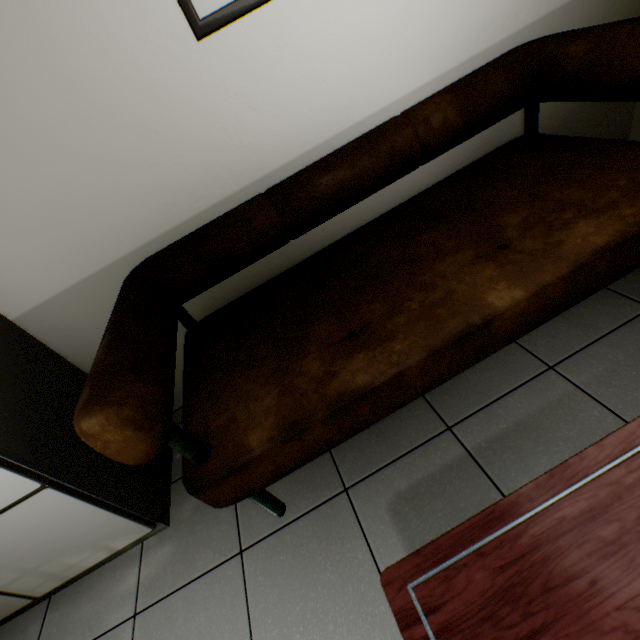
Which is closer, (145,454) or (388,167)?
(145,454)

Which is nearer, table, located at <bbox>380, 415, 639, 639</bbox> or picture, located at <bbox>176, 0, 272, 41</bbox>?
table, located at <bbox>380, 415, 639, 639</bbox>

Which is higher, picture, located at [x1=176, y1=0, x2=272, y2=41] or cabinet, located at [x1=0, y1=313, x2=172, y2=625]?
picture, located at [x1=176, y1=0, x2=272, y2=41]

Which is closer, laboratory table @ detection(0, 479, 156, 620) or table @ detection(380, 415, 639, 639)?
table @ detection(380, 415, 639, 639)

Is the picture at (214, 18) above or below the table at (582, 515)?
above

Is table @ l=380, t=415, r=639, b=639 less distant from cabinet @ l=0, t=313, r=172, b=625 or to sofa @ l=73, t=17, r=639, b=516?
sofa @ l=73, t=17, r=639, b=516

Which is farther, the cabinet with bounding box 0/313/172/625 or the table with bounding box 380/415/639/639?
the cabinet with bounding box 0/313/172/625

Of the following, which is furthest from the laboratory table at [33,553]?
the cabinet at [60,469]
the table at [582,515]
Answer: the table at [582,515]
